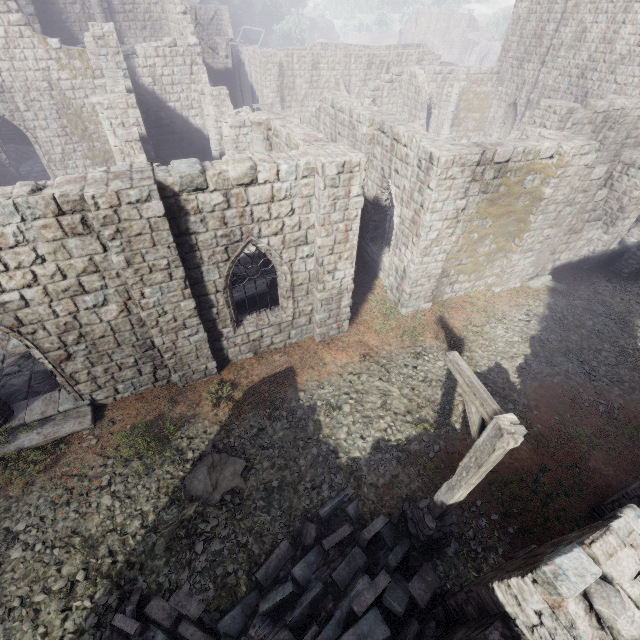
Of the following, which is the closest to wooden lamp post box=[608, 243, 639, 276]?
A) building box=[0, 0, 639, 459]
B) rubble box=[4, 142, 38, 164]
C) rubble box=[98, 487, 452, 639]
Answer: building box=[0, 0, 639, 459]

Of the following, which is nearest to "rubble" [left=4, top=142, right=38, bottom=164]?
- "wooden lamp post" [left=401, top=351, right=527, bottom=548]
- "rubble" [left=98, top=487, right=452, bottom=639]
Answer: "rubble" [left=98, top=487, right=452, bottom=639]

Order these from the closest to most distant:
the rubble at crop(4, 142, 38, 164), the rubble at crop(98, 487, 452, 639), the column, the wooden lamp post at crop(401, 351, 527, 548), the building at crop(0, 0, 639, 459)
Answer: the wooden lamp post at crop(401, 351, 527, 548) → the rubble at crop(98, 487, 452, 639) → the building at crop(0, 0, 639, 459) → the rubble at crop(4, 142, 38, 164) → the column

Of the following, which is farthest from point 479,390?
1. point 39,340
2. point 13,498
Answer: point 13,498

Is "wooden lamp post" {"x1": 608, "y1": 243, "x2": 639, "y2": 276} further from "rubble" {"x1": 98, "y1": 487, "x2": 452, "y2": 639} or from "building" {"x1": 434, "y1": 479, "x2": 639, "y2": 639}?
"rubble" {"x1": 98, "y1": 487, "x2": 452, "y2": 639}

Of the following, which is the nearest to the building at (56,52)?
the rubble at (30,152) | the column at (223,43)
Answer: the column at (223,43)

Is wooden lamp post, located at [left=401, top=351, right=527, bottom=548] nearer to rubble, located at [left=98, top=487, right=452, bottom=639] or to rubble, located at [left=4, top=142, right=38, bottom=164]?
rubble, located at [left=98, top=487, right=452, bottom=639]

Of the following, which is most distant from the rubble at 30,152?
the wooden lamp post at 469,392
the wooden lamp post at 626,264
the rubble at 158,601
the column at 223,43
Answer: the wooden lamp post at 626,264
